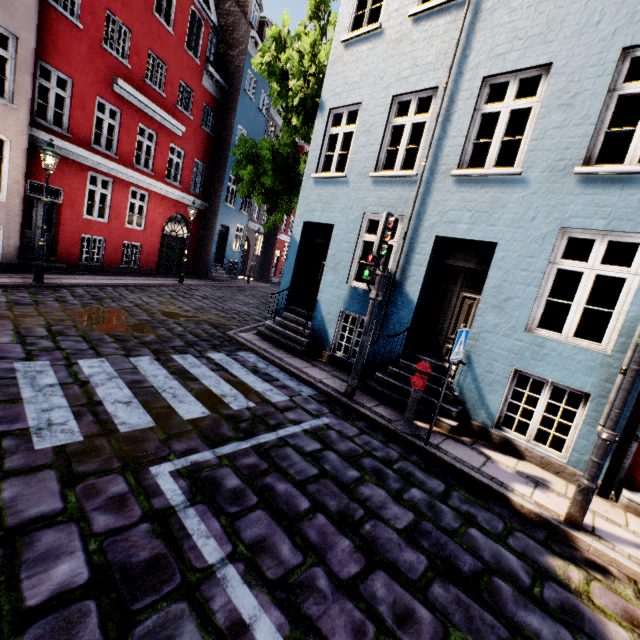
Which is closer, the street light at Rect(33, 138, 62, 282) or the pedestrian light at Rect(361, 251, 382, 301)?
the pedestrian light at Rect(361, 251, 382, 301)

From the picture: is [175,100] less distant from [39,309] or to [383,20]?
[383,20]

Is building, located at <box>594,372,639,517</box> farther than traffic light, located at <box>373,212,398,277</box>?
No

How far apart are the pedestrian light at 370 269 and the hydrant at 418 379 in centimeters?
132cm

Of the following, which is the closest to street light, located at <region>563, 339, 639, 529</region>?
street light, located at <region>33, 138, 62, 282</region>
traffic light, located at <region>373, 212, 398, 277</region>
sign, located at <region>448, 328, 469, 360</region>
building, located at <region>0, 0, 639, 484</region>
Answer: building, located at <region>0, 0, 639, 484</region>

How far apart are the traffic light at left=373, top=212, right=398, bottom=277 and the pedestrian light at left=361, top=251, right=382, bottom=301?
0.1 meters

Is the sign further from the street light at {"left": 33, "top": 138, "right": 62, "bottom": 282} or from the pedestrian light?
the street light at {"left": 33, "top": 138, "right": 62, "bottom": 282}

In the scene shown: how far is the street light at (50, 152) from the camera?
8.7m
